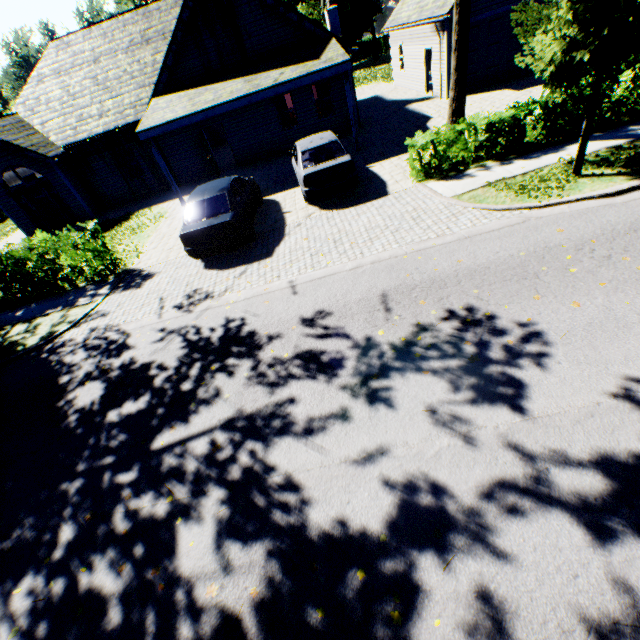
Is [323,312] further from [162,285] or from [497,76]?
[497,76]

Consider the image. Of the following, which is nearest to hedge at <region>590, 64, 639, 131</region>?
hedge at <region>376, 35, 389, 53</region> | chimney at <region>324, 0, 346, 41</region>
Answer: chimney at <region>324, 0, 346, 41</region>

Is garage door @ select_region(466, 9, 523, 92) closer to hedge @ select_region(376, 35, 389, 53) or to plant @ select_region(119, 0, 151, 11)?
plant @ select_region(119, 0, 151, 11)

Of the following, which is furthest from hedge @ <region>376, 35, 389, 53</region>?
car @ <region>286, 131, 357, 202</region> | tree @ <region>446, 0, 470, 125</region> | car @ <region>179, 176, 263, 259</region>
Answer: car @ <region>179, 176, 263, 259</region>

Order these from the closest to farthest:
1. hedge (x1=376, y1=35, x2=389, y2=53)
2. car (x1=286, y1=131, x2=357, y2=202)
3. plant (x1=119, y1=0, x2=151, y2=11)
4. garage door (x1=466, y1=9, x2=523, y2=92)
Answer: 1. car (x1=286, y1=131, x2=357, y2=202)
2. garage door (x1=466, y1=9, x2=523, y2=92)
3. hedge (x1=376, y1=35, x2=389, y2=53)
4. plant (x1=119, y1=0, x2=151, y2=11)

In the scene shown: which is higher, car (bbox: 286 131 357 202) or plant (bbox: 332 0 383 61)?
plant (bbox: 332 0 383 61)

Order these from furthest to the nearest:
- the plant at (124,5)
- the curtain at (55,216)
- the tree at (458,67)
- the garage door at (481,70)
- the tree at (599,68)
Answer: the plant at (124,5) < the curtain at (55,216) < the garage door at (481,70) < the tree at (458,67) < the tree at (599,68)

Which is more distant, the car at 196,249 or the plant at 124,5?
the plant at 124,5
